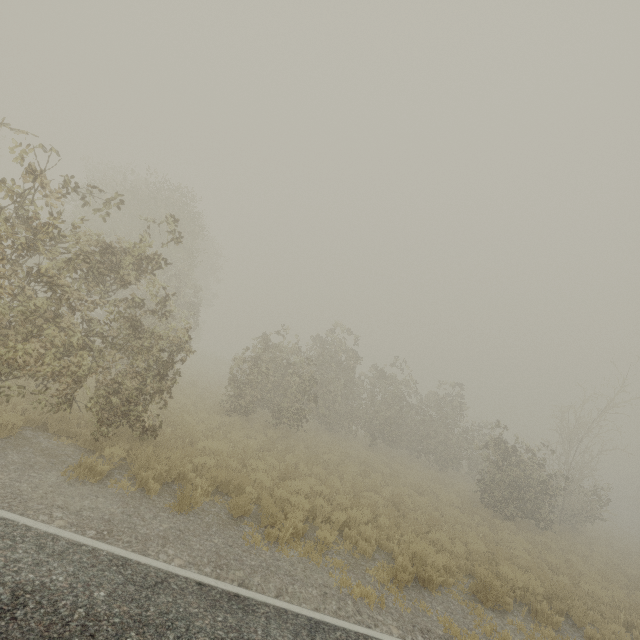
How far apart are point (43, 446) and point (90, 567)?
4.3 meters
